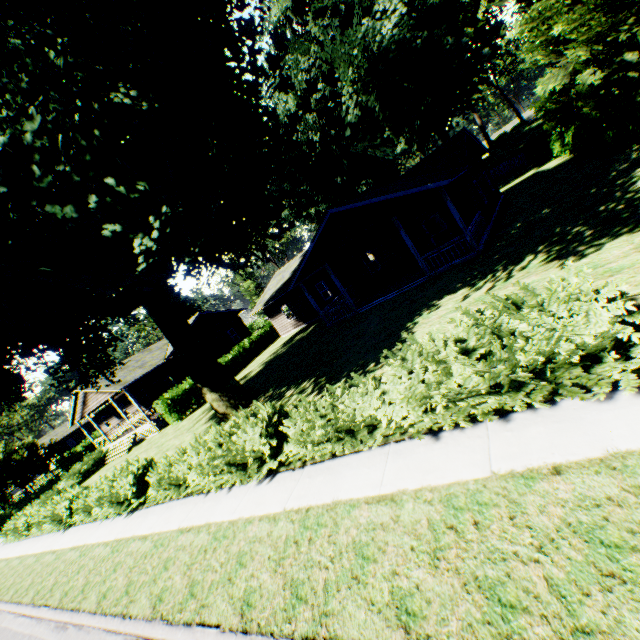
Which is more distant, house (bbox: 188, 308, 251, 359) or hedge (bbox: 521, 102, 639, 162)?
house (bbox: 188, 308, 251, 359)

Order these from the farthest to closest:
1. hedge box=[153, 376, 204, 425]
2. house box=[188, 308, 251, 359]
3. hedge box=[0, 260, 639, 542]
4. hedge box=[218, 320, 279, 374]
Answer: house box=[188, 308, 251, 359]
hedge box=[218, 320, 279, 374]
hedge box=[153, 376, 204, 425]
hedge box=[0, 260, 639, 542]

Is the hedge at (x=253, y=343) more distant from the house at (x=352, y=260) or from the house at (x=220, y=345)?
the house at (x=220, y=345)

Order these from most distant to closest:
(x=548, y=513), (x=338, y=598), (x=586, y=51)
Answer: (x=586, y=51)
(x=338, y=598)
(x=548, y=513)

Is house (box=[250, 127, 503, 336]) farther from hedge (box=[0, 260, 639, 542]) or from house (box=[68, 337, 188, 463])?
hedge (box=[0, 260, 639, 542])

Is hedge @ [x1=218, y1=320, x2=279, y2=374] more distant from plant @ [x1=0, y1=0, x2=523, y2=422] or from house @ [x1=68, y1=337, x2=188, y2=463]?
plant @ [x1=0, y1=0, x2=523, y2=422]

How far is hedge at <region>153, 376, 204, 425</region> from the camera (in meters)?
23.36

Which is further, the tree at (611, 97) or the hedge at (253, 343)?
the hedge at (253, 343)
